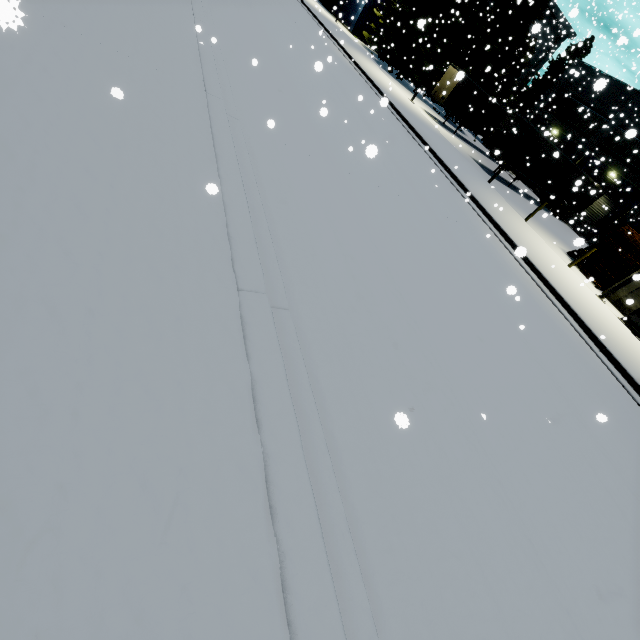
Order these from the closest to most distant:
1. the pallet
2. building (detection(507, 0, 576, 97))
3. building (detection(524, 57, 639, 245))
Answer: the pallet → building (detection(524, 57, 639, 245)) → building (detection(507, 0, 576, 97))

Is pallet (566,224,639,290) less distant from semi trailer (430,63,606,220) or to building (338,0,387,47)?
semi trailer (430,63,606,220)

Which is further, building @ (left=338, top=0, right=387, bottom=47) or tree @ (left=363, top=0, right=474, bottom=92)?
building @ (left=338, top=0, right=387, bottom=47)

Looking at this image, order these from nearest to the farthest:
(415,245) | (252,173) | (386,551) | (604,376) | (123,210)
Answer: (386,551) < (123,210) < (252,173) < (415,245) < (604,376)

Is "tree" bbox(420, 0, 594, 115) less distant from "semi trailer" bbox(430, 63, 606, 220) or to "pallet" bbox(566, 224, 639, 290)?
"pallet" bbox(566, 224, 639, 290)

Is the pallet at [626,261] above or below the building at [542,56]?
below

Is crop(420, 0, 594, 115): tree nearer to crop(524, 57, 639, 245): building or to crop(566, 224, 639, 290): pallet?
crop(524, 57, 639, 245): building

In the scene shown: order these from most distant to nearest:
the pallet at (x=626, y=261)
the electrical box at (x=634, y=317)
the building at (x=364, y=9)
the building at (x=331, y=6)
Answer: the building at (x=331, y=6) → the building at (x=364, y=9) → the pallet at (x=626, y=261) → the electrical box at (x=634, y=317)
